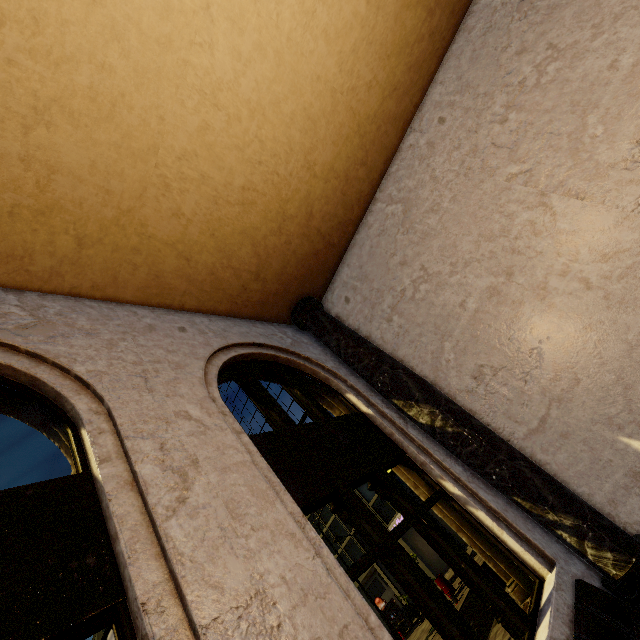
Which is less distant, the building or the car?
the building

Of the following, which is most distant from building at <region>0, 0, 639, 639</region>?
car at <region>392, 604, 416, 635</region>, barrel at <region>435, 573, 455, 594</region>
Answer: barrel at <region>435, 573, 455, 594</region>

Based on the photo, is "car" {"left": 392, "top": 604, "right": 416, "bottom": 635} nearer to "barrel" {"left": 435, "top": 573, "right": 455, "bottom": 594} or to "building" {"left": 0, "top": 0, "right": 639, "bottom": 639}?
"building" {"left": 0, "top": 0, "right": 639, "bottom": 639}

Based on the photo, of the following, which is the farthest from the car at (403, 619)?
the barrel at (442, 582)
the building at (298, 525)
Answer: the barrel at (442, 582)

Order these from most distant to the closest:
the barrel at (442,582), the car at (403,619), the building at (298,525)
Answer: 1. the car at (403,619)
2. the barrel at (442,582)
3. the building at (298,525)

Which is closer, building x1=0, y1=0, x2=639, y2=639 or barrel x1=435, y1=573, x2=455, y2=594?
building x1=0, y1=0, x2=639, y2=639

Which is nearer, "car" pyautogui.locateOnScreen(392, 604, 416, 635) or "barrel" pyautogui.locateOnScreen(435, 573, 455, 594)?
"barrel" pyautogui.locateOnScreen(435, 573, 455, 594)

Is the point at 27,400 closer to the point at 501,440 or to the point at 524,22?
the point at 501,440
